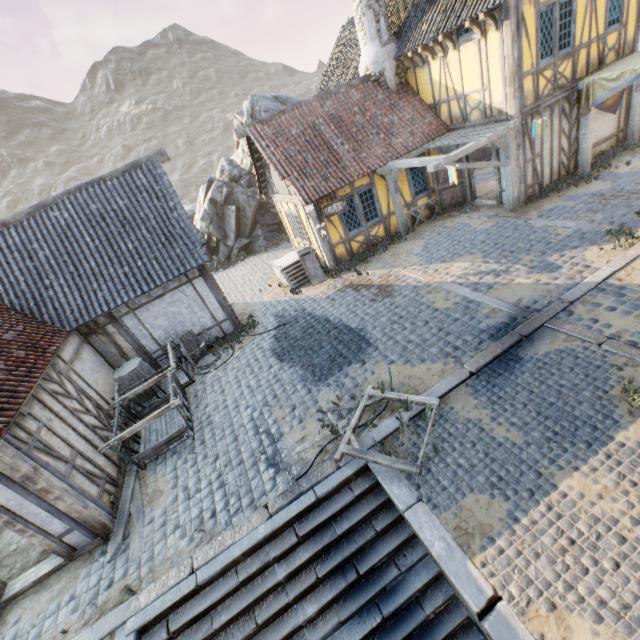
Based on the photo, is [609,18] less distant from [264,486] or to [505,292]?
[505,292]

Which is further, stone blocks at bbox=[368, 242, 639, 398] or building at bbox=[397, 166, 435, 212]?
building at bbox=[397, 166, 435, 212]

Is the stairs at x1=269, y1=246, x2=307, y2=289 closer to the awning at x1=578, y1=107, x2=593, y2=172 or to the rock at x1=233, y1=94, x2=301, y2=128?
the rock at x1=233, y1=94, x2=301, y2=128

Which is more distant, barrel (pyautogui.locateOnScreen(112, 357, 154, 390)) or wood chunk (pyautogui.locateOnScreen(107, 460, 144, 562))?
barrel (pyautogui.locateOnScreen(112, 357, 154, 390))

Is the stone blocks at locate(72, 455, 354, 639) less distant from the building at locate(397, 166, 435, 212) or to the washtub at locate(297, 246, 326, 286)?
the building at locate(397, 166, 435, 212)

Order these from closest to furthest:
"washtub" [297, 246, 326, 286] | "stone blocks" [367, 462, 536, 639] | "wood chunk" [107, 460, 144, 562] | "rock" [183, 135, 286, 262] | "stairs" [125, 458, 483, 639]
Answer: "stone blocks" [367, 462, 536, 639], "stairs" [125, 458, 483, 639], "wood chunk" [107, 460, 144, 562], "washtub" [297, 246, 326, 286], "rock" [183, 135, 286, 262]

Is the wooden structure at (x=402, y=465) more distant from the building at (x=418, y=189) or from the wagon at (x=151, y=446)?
the building at (x=418, y=189)

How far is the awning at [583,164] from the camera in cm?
1080
